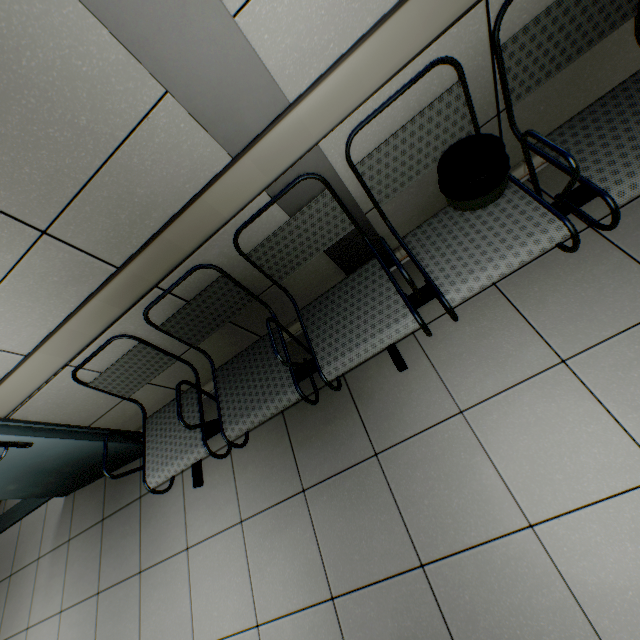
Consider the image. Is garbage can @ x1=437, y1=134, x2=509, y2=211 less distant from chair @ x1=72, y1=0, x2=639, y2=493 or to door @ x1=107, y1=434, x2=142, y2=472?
chair @ x1=72, y1=0, x2=639, y2=493

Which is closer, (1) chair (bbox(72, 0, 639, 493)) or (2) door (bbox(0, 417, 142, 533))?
(1) chair (bbox(72, 0, 639, 493))

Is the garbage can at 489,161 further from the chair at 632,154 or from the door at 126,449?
the door at 126,449

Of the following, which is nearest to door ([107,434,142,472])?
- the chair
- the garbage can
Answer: the chair

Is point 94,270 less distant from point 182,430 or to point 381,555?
point 182,430

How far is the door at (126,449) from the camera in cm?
234

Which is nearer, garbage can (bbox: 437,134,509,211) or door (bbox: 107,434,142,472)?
garbage can (bbox: 437,134,509,211)
